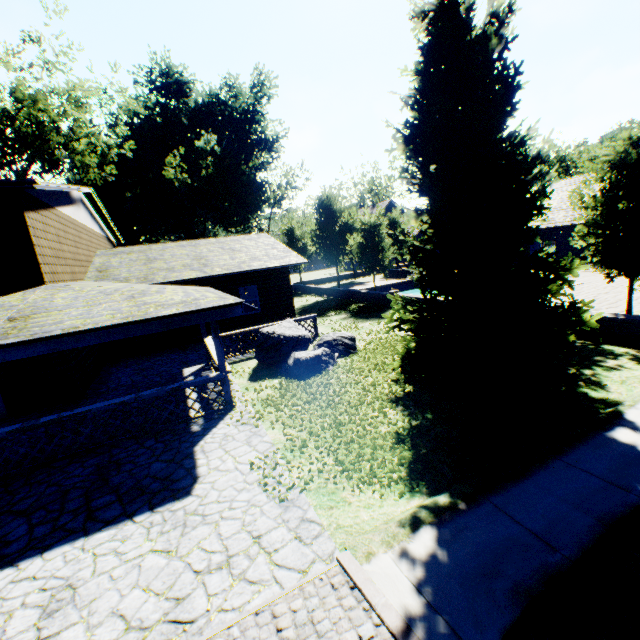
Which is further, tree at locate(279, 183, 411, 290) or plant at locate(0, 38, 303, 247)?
plant at locate(0, 38, 303, 247)

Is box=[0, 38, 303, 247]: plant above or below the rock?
above

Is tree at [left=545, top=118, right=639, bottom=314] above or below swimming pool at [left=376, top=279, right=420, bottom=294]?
above

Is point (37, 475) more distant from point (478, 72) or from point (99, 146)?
point (99, 146)

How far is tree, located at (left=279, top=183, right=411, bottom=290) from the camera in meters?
22.0 m

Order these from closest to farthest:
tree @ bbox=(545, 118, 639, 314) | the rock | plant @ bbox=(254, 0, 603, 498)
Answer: plant @ bbox=(254, 0, 603, 498) < tree @ bbox=(545, 118, 639, 314) < the rock

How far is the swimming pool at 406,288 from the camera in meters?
31.2 m

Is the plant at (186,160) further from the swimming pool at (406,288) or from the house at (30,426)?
the swimming pool at (406,288)
